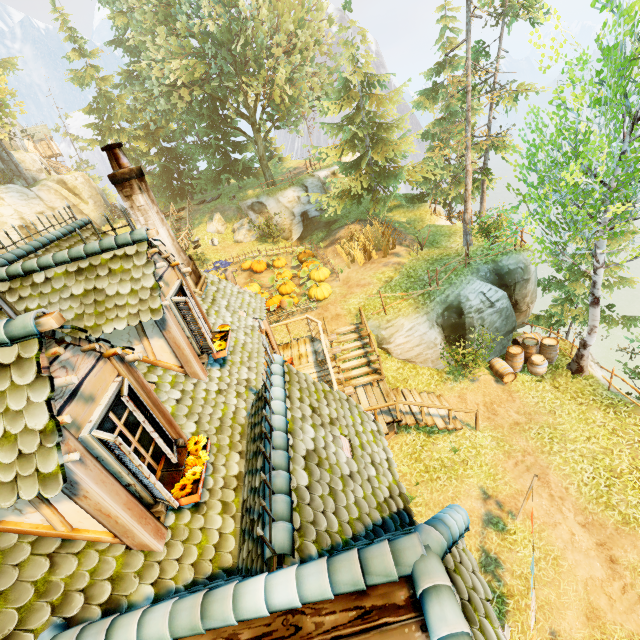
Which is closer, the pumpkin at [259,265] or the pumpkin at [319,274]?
the pumpkin at [319,274]

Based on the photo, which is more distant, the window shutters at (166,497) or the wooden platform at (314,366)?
the wooden platform at (314,366)

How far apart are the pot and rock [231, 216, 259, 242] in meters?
23.7 m

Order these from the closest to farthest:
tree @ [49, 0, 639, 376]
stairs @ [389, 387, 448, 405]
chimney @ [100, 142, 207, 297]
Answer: chimney @ [100, 142, 207, 297] < tree @ [49, 0, 639, 376] < stairs @ [389, 387, 448, 405]

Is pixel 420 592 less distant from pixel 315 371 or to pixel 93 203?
pixel 315 371

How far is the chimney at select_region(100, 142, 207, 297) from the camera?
6.7 meters

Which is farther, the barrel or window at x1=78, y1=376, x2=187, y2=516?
the barrel

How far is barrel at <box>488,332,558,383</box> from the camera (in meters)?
13.45
